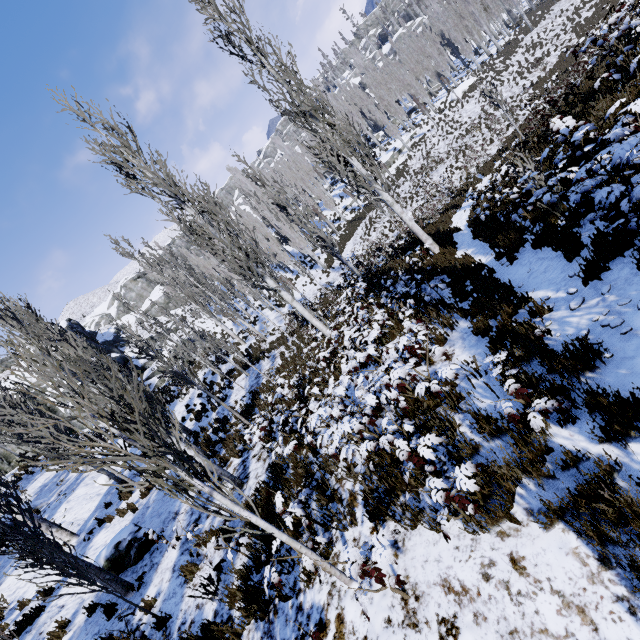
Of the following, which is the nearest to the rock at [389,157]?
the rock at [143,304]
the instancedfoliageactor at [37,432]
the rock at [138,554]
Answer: the instancedfoliageactor at [37,432]

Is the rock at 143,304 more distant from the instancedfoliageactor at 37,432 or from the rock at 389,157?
the rock at 389,157

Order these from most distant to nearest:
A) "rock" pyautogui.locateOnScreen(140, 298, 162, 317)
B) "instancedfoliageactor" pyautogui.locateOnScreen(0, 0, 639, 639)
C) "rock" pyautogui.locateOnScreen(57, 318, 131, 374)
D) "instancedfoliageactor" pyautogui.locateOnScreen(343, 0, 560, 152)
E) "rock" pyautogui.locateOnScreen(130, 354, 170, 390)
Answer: "rock" pyautogui.locateOnScreen(140, 298, 162, 317), "instancedfoliageactor" pyautogui.locateOnScreen(343, 0, 560, 152), "rock" pyautogui.locateOnScreen(57, 318, 131, 374), "rock" pyautogui.locateOnScreen(130, 354, 170, 390), "instancedfoliageactor" pyautogui.locateOnScreen(0, 0, 639, 639)

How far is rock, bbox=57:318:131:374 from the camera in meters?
30.9

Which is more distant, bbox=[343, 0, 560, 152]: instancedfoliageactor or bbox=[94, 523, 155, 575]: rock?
bbox=[343, 0, 560, 152]: instancedfoliageactor

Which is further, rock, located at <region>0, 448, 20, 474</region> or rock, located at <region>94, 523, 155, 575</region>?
rock, located at <region>0, 448, 20, 474</region>

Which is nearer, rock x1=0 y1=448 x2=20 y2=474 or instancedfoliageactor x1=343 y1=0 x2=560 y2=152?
rock x1=0 y1=448 x2=20 y2=474

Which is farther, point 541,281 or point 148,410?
point 148,410
